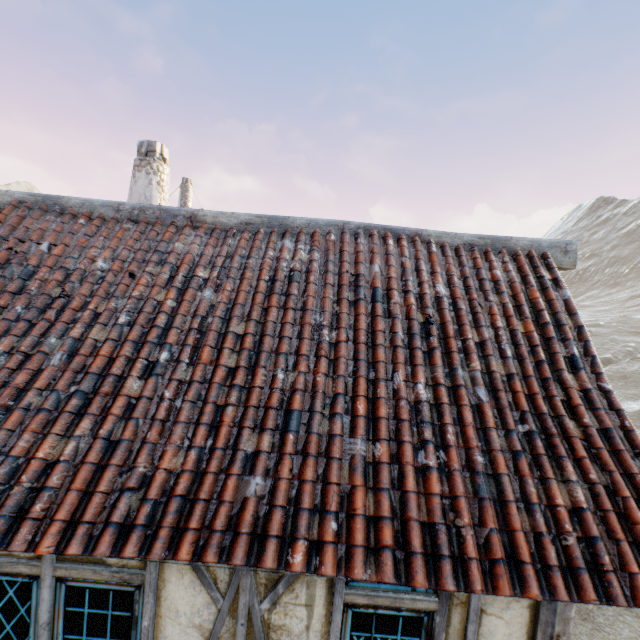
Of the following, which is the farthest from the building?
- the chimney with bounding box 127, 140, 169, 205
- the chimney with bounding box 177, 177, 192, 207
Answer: the chimney with bounding box 177, 177, 192, 207

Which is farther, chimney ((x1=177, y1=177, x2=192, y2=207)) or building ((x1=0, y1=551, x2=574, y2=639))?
chimney ((x1=177, y1=177, x2=192, y2=207))

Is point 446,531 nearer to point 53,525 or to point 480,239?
point 53,525

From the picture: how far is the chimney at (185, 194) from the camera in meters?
20.4

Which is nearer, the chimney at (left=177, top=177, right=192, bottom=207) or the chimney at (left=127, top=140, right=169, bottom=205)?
the chimney at (left=127, top=140, right=169, bottom=205)

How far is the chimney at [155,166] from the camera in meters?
6.9 m

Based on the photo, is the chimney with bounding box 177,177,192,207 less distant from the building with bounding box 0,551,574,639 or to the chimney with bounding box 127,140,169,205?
the chimney with bounding box 127,140,169,205
